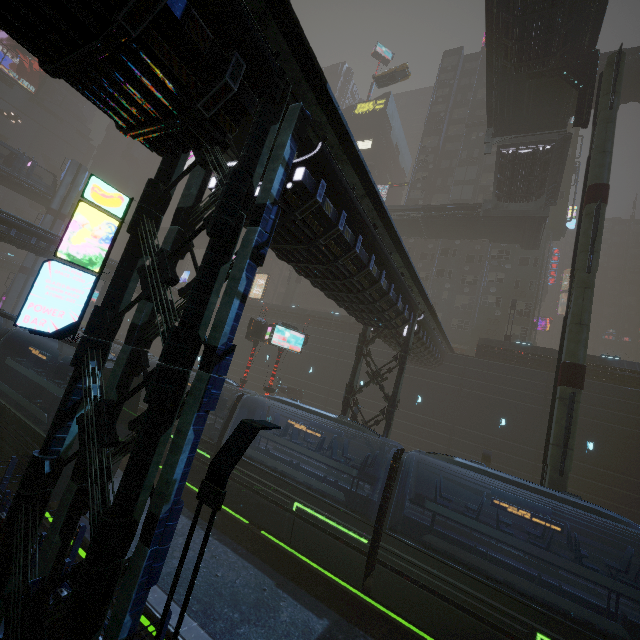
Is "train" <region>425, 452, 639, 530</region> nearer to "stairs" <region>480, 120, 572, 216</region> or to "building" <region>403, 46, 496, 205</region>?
"building" <region>403, 46, 496, 205</region>

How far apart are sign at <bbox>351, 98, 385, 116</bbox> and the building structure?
40.0m

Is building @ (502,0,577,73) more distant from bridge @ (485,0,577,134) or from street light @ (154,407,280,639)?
street light @ (154,407,280,639)

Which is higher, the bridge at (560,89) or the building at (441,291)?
the bridge at (560,89)

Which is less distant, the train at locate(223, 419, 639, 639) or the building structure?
the train at locate(223, 419, 639, 639)

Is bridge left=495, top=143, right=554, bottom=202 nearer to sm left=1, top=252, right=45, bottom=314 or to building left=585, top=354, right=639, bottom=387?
building left=585, top=354, right=639, bottom=387

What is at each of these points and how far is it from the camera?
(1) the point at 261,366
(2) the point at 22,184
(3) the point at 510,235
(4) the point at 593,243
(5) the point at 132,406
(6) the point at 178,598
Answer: (1) building, 38.3m
(2) bridge, 43.5m
(3) bridge, 33.5m
(4) sm, 14.6m
(5) train, 12.7m
(6) train rail, 9.9m

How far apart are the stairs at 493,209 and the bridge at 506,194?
0.0m
